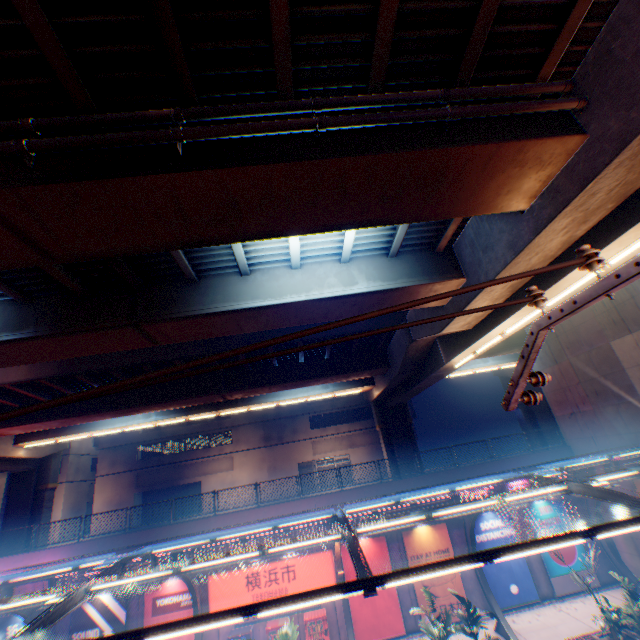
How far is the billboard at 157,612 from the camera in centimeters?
1633cm

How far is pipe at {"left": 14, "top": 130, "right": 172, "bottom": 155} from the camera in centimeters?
532cm

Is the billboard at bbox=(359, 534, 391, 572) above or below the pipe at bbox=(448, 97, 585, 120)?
below

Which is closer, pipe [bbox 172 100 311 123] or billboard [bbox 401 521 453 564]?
pipe [bbox 172 100 311 123]

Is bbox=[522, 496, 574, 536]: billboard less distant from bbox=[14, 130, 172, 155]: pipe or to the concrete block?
the concrete block

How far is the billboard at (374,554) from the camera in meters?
17.5 m

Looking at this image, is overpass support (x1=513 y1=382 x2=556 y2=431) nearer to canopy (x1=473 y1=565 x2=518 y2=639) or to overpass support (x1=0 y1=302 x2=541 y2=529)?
overpass support (x1=0 y1=302 x2=541 y2=529)

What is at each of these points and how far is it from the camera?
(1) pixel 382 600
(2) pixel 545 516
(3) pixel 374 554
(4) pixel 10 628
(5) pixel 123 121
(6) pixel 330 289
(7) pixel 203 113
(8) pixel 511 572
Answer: (1) billboard, 16.88m
(2) billboard, 18.73m
(3) billboard, 17.69m
(4) billboard, 15.94m
(5) pipe, 5.68m
(6) overpass support, 10.99m
(7) pipe, 5.80m
(8) billboard, 17.56m
